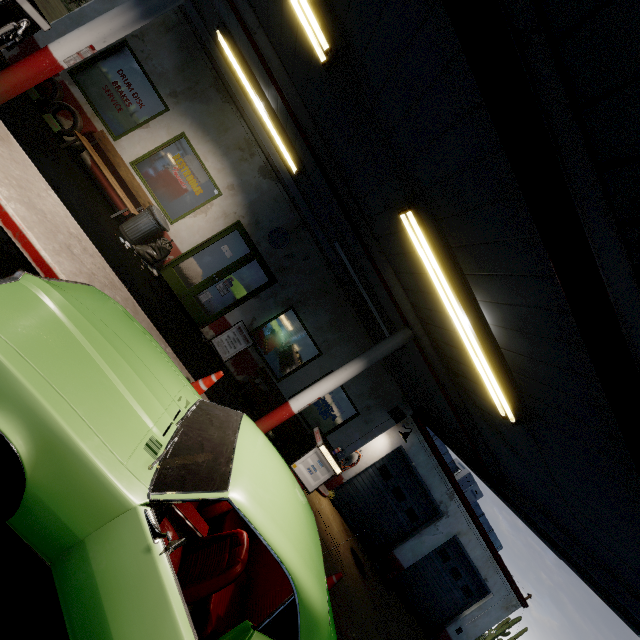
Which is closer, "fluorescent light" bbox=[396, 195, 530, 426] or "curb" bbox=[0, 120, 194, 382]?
"fluorescent light" bbox=[396, 195, 530, 426]

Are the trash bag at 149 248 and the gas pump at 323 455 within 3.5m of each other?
no

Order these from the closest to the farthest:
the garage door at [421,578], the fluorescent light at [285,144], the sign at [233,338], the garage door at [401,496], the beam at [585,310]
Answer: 1. the beam at [585,310]
2. the fluorescent light at [285,144]
3. the sign at [233,338]
4. the garage door at [401,496]
5. the garage door at [421,578]

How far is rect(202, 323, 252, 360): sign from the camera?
8.66m

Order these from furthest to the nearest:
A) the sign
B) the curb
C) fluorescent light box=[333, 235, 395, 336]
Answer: the sign → fluorescent light box=[333, 235, 395, 336] → the curb

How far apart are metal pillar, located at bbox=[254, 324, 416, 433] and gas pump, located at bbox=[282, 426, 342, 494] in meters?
0.5

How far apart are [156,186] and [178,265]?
2.05m

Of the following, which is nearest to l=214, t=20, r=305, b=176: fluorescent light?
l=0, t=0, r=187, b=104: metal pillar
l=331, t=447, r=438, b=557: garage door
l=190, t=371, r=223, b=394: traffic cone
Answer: l=0, t=0, r=187, b=104: metal pillar
